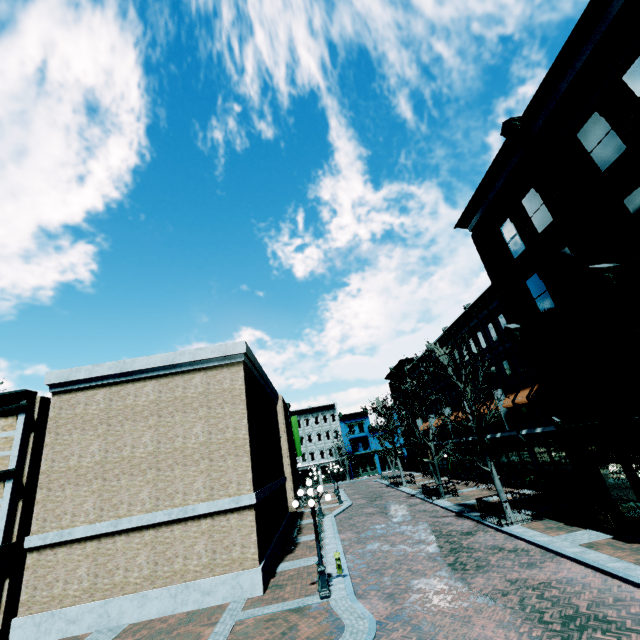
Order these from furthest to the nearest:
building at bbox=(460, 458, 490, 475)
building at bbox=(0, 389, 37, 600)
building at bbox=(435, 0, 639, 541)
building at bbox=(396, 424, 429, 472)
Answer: building at bbox=(396, 424, 429, 472)
building at bbox=(460, 458, 490, 475)
building at bbox=(0, 389, 37, 600)
building at bbox=(435, 0, 639, 541)

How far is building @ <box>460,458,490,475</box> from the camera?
28.9m

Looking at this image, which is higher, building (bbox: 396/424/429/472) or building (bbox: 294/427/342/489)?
building (bbox: 294/427/342/489)

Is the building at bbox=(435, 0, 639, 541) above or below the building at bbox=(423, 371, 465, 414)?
below

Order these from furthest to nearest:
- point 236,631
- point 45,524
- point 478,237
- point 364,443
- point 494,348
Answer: point 364,443, point 494,348, point 478,237, point 45,524, point 236,631

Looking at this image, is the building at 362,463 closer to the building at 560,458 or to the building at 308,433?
the building at 308,433

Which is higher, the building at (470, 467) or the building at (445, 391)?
the building at (445, 391)
